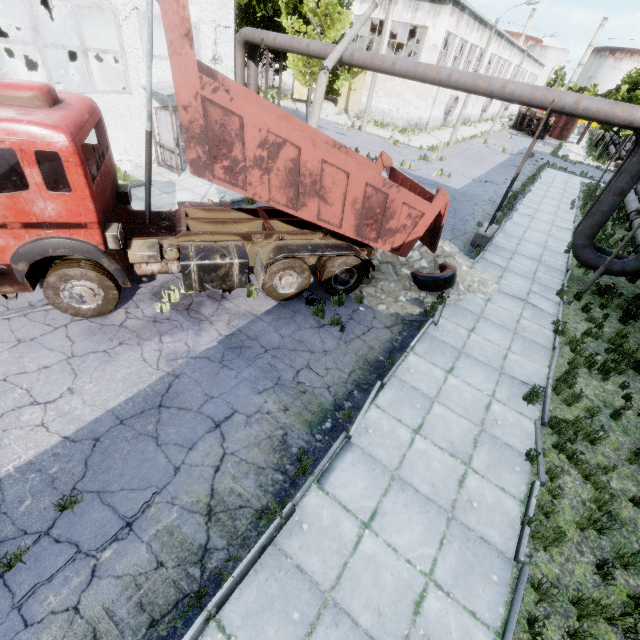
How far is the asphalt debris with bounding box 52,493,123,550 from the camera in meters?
4.1 m

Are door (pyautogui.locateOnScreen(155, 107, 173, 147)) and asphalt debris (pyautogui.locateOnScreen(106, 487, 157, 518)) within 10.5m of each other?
no

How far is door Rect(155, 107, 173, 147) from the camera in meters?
13.3

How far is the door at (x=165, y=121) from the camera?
13.3 meters

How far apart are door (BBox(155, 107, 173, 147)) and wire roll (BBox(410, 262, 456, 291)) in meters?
11.3 m

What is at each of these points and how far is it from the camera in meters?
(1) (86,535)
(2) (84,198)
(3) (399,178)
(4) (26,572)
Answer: (1) asphalt debris, 4.1
(2) truck, 5.4
(3) truck dump back, 9.6
(4) asphalt debris, 3.8

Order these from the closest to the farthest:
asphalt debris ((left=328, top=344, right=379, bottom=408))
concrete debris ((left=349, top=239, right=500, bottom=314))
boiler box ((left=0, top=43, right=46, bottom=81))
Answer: asphalt debris ((left=328, top=344, right=379, bottom=408)) < concrete debris ((left=349, top=239, right=500, bottom=314)) < boiler box ((left=0, top=43, right=46, bottom=81))

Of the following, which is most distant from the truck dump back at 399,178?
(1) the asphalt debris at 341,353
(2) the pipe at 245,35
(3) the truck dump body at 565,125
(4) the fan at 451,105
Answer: (3) the truck dump body at 565,125
